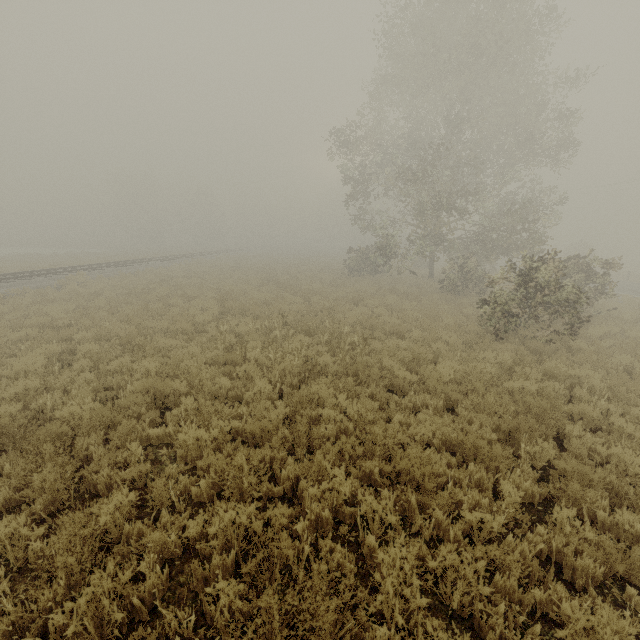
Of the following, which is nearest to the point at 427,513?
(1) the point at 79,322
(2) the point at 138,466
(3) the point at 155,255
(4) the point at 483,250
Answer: (2) the point at 138,466
